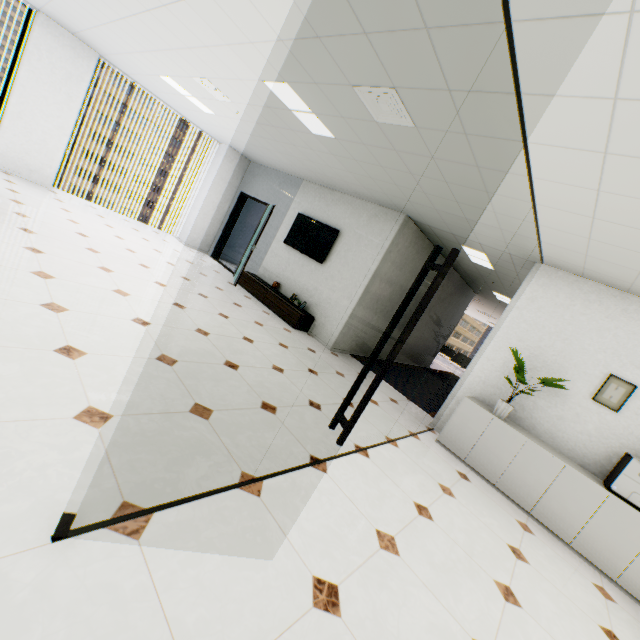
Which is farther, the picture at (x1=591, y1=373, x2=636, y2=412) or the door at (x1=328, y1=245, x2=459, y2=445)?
the picture at (x1=591, y1=373, x2=636, y2=412)

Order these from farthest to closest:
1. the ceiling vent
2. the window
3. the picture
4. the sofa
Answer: the sofa
the window
the picture
the ceiling vent

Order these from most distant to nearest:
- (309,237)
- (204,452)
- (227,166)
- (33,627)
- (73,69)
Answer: (227,166) < (309,237) < (73,69) < (204,452) < (33,627)

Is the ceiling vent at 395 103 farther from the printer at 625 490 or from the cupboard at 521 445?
the printer at 625 490

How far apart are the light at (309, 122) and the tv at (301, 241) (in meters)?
2.51

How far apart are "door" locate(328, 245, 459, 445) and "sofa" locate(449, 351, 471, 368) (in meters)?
16.50

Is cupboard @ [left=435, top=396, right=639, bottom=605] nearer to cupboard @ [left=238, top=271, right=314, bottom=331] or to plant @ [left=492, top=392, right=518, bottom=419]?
plant @ [left=492, top=392, right=518, bottom=419]

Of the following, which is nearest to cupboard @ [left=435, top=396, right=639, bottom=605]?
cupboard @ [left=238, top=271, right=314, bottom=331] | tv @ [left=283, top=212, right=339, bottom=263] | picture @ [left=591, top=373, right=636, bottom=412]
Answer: picture @ [left=591, top=373, right=636, bottom=412]
